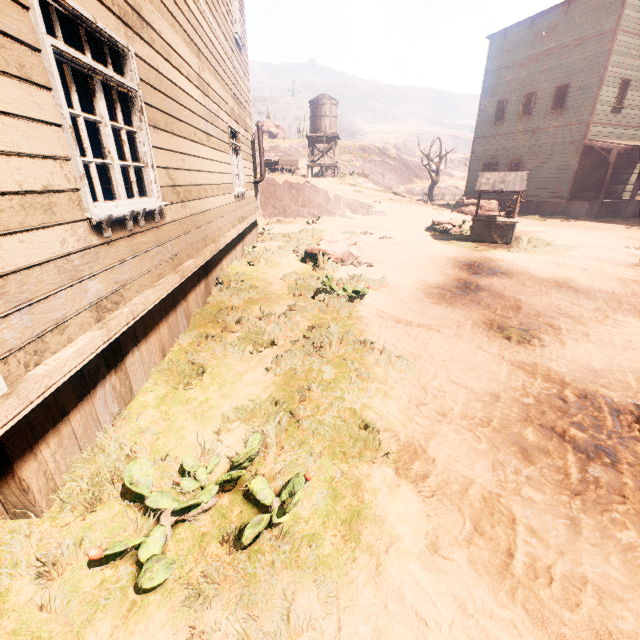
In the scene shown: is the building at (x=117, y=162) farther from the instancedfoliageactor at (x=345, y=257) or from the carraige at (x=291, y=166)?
the instancedfoliageactor at (x=345, y=257)

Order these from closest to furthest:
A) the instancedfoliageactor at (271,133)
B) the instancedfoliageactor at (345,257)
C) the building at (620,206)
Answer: the instancedfoliageactor at (345,257) < the building at (620,206) < the instancedfoliageactor at (271,133)

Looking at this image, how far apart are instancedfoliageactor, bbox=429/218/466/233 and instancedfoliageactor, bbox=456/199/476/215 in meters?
7.4 m

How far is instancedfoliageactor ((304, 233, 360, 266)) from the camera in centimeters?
816cm

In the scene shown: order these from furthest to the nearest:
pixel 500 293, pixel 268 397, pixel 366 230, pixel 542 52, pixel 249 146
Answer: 1. pixel 542 52
2. pixel 366 230
3. pixel 249 146
4. pixel 500 293
5. pixel 268 397

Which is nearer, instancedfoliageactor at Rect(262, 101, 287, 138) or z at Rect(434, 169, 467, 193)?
z at Rect(434, 169, 467, 193)

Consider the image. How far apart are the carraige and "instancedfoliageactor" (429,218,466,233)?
18.1m
